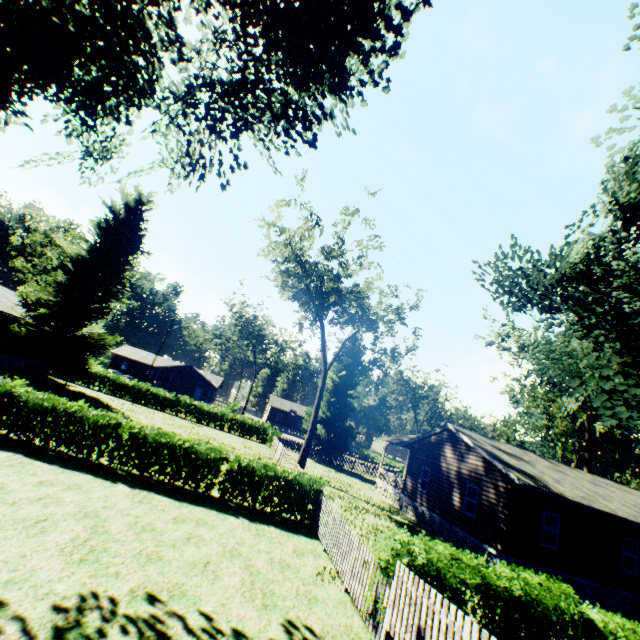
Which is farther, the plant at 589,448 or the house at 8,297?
the house at 8,297

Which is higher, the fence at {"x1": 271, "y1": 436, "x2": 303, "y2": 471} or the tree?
the tree

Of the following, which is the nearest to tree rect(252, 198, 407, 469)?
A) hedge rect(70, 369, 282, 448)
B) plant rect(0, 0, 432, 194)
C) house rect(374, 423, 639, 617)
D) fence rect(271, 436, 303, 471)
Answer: fence rect(271, 436, 303, 471)

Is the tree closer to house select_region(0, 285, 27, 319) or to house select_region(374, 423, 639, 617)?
house select_region(374, 423, 639, 617)

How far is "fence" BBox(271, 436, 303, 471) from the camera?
20.8 meters

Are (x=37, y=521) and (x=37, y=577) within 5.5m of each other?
yes

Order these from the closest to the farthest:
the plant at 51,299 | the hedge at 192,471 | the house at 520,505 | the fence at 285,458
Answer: the hedge at 192,471
the house at 520,505
the fence at 285,458
the plant at 51,299

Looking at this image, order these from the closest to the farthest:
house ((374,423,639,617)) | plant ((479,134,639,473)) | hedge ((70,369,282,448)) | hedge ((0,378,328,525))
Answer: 1. hedge ((0,378,328,525))
2. plant ((479,134,639,473))
3. house ((374,423,639,617))
4. hedge ((70,369,282,448))
